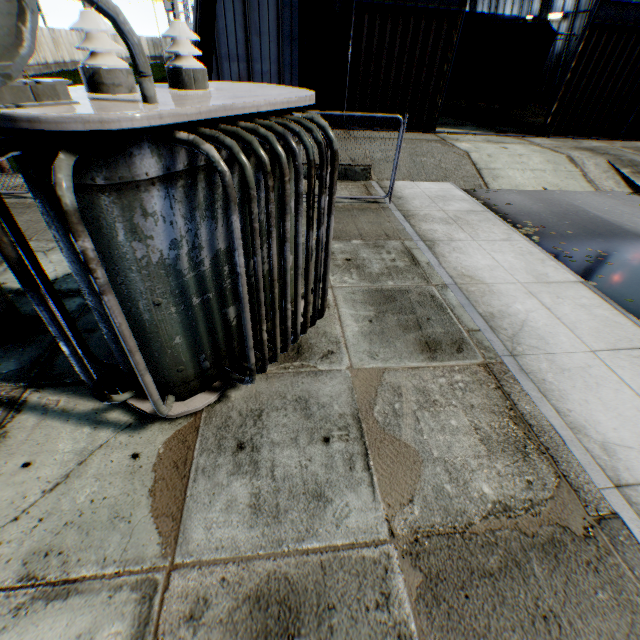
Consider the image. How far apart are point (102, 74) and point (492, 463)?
4.9 meters

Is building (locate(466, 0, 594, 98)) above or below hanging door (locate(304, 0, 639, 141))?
above

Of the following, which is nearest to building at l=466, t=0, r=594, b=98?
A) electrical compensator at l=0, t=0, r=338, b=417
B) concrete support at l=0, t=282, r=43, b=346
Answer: electrical compensator at l=0, t=0, r=338, b=417

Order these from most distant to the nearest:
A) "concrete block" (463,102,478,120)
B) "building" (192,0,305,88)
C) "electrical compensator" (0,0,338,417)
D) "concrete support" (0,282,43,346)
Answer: "concrete block" (463,102,478,120)
"building" (192,0,305,88)
"concrete support" (0,282,43,346)
"electrical compensator" (0,0,338,417)

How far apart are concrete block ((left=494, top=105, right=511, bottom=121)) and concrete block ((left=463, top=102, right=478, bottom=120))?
1.2m

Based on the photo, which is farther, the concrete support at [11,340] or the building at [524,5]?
the building at [524,5]

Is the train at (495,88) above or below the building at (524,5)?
below
